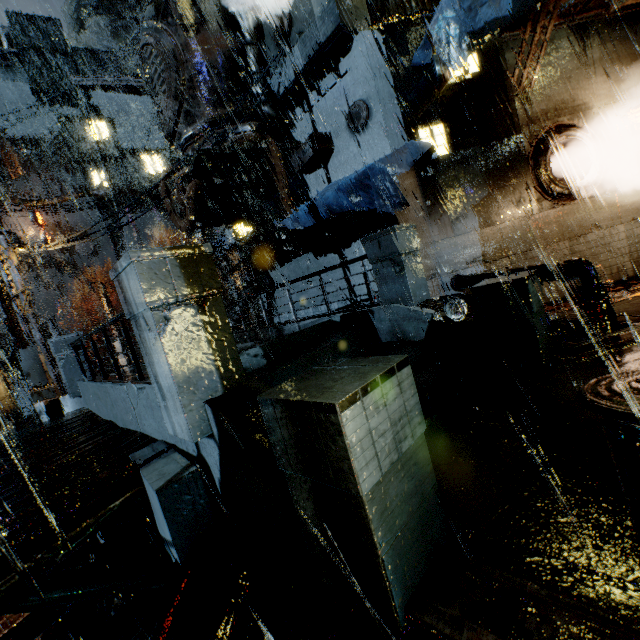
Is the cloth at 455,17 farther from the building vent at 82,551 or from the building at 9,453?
the building vent at 82,551

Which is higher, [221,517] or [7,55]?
[7,55]

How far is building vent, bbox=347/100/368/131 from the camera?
10.8 meters

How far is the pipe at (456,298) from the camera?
8.5 meters

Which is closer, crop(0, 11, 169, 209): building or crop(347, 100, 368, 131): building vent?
crop(347, 100, 368, 131): building vent

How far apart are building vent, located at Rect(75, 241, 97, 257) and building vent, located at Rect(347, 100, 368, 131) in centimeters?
5474cm

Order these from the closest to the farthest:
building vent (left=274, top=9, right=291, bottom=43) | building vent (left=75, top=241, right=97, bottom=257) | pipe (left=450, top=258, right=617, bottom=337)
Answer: pipe (left=450, top=258, right=617, bottom=337), building vent (left=274, top=9, right=291, bottom=43), building vent (left=75, top=241, right=97, bottom=257)

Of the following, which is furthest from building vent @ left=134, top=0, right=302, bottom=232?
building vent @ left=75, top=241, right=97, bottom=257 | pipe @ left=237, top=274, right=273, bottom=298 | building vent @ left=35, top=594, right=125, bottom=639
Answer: building vent @ left=75, top=241, right=97, bottom=257
